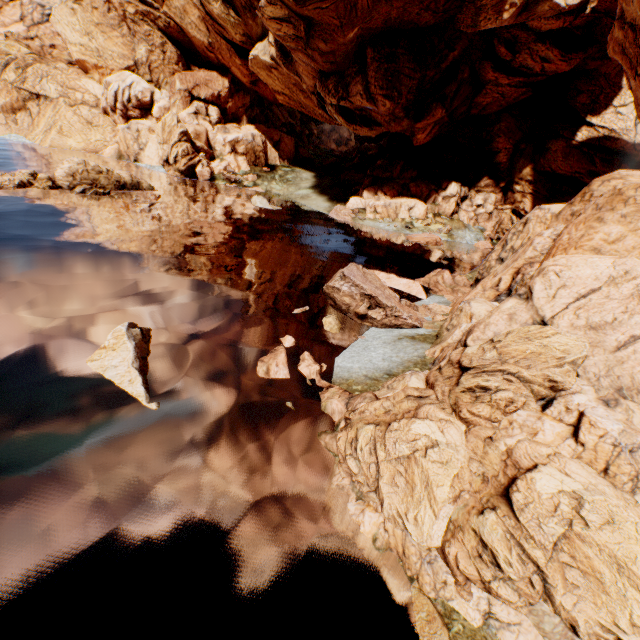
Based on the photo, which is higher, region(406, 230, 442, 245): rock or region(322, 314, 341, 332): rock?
region(406, 230, 442, 245): rock

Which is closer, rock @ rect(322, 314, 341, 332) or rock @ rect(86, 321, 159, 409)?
rock @ rect(86, 321, 159, 409)

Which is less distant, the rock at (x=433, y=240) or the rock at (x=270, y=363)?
the rock at (x=270, y=363)

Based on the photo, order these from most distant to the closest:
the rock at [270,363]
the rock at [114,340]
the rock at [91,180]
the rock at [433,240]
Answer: the rock at [433,240], the rock at [91,180], the rock at [270,363], the rock at [114,340]

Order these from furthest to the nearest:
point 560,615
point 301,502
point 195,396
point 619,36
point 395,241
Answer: point 395,241, point 619,36, point 195,396, point 301,502, point 560,615

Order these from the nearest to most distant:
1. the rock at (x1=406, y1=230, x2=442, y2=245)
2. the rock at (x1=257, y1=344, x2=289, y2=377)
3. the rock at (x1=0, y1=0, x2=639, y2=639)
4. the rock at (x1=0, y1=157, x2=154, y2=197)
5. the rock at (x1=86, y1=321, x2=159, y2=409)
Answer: the rock at (x1=0, y1=0, x2=639, y2=639), the rock at (x1=86, y1=321, x2=159, y2=409), the rock at (x1=257, y1=344, x2=289, y2=377), the rock at (x1=0, y1=157, x2=154, y2=197), the rock at (x1=406, y1=230, x2=442, y2=245)

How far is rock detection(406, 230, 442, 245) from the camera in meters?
36.1 m
